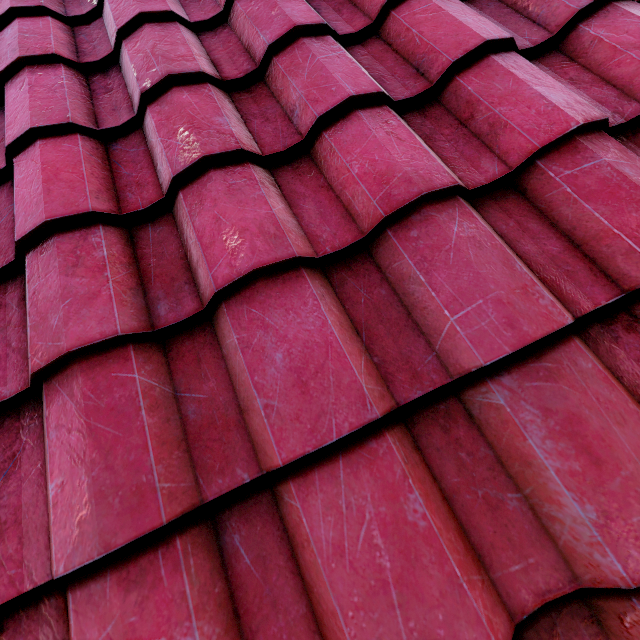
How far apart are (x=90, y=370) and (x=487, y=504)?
1.1m
